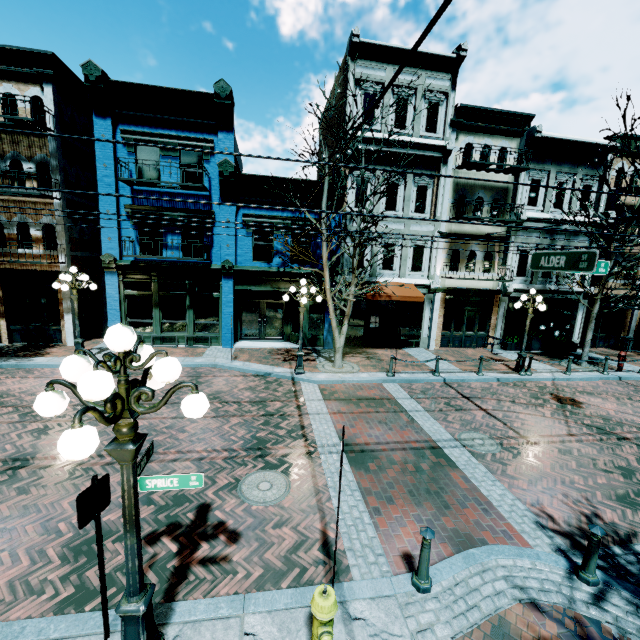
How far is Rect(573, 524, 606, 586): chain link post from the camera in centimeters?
462cm

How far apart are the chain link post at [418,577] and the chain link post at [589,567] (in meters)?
2.31

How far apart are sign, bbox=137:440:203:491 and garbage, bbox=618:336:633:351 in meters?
25.0 m

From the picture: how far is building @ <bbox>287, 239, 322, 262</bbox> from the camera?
15.7 meters

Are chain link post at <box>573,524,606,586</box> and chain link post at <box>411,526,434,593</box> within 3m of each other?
yes

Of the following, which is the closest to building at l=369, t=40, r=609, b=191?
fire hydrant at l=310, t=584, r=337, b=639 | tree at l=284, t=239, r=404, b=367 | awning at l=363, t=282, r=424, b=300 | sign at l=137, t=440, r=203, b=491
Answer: awning at l=363, t=282, r=424, b=300

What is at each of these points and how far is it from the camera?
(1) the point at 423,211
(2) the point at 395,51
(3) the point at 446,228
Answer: (1) building, 16.8m
(2) building, 14.5m
(3) building, 16.9m

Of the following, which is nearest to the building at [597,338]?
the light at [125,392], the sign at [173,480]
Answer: the light at [125,392]
